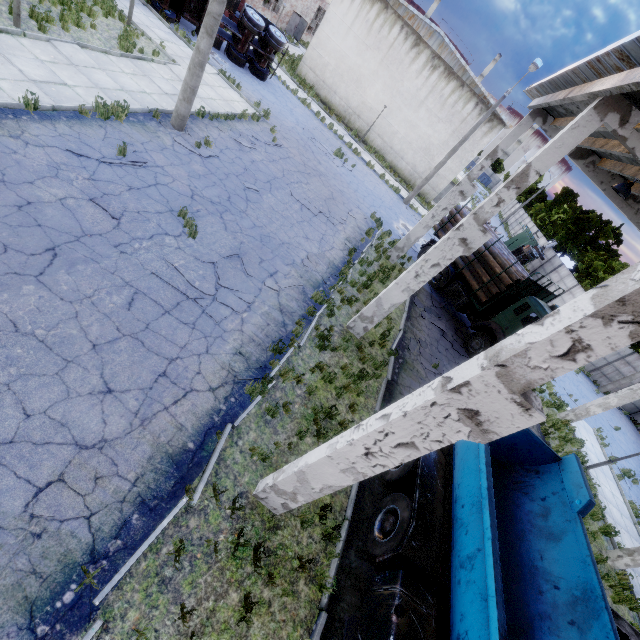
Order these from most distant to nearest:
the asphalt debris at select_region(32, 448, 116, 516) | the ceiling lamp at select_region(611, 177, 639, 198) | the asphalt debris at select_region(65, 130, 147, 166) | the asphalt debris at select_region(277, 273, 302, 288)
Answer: the asphalt debris at select_region(277, 273, 302, 288) → the ceiling lamp at select_region(611, 177, 639, 198) → the asphalt debris at select_region(65, 130, 147, 166) → the asphalt debris at select_region(32, 448, 116, 516)

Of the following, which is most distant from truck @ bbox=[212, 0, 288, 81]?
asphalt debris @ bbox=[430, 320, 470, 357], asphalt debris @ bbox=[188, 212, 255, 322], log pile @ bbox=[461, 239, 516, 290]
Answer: asphalt debris @ bbox=[430, 320, 470, 357]

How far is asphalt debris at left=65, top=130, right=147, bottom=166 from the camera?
8.2m

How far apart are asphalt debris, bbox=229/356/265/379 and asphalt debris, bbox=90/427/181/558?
2.0m

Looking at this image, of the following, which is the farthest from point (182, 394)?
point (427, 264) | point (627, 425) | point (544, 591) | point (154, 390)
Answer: point (627, 425)

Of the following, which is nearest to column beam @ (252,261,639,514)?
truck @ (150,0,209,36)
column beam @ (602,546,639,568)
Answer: column beam @ (602,546,639,568)

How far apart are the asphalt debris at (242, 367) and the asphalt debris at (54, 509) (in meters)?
1.96

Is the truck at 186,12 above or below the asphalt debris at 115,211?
above
